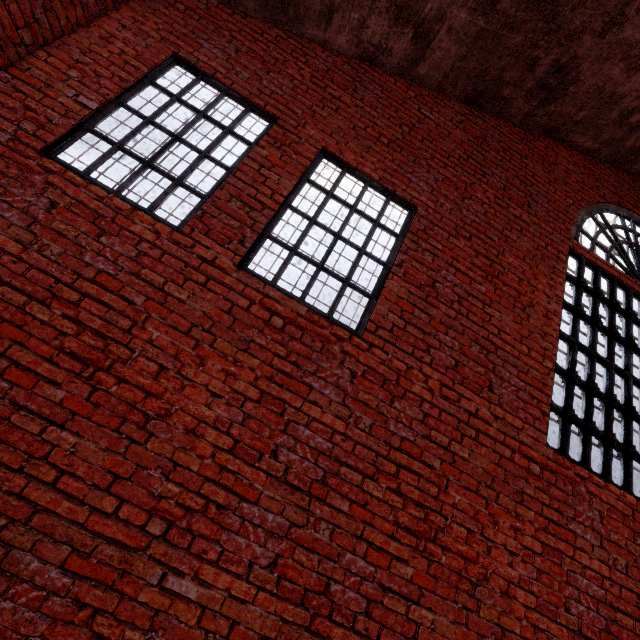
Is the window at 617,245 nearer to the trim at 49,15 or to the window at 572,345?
the window at 572,345

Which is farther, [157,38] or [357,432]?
[157,38]

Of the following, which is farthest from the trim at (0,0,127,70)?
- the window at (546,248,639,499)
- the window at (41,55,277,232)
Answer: the window at (546,248,639,499)

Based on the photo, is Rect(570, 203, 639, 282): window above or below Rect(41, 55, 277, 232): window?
above

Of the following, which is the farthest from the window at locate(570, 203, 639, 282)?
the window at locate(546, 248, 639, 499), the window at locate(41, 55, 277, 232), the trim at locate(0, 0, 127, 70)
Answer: the trim at locate(0, 0, 127, 70)

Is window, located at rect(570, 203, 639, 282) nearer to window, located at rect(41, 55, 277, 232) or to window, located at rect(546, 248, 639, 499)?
window, located at rect(546, 248, 639, 499)

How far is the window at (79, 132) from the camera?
3.0m
